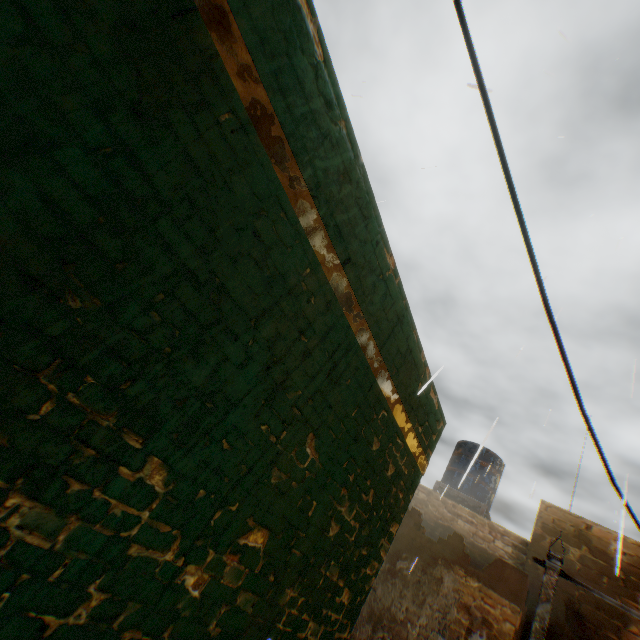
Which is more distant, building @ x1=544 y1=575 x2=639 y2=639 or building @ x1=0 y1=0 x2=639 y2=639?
building @ x1=544 y1=575 x2=639 y2=639

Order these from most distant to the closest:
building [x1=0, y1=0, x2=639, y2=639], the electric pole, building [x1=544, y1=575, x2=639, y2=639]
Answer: building [x1=544, y1=575, x2=639, y2=639] → the electric pole → building [x1=0, y1=0, x2=639, y2=639]

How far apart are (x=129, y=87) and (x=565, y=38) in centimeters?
326cm

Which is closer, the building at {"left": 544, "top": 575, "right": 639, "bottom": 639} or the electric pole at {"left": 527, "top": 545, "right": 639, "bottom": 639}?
the electric pole at {"left": 527, "top": 545, "right": 639, "bottom": 639}

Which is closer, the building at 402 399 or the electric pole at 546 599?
the building at 402 399

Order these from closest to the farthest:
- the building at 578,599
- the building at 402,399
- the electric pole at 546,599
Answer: the building at 402,399 → the electric pole at 546,599 → the building at 578,599
